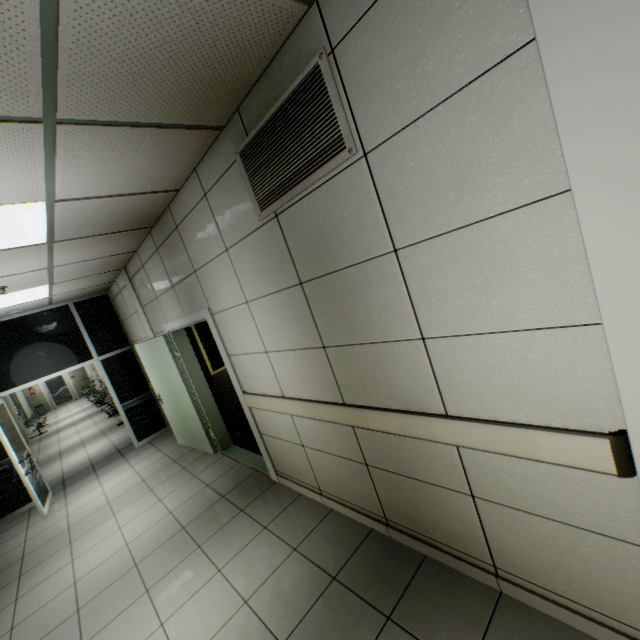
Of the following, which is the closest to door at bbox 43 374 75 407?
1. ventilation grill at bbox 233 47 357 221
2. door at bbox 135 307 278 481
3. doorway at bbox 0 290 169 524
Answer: doorway at bbox 0 290 169 524

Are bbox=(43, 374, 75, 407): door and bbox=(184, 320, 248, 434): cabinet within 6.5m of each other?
no

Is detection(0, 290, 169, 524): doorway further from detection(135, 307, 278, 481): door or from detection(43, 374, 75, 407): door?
detection(43, 374, 75, 407): door

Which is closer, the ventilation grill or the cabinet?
the ventilation grill

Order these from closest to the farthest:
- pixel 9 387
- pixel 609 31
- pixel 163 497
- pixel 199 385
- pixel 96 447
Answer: pixel 609 31, pixel 163 497, pixel 199 385, pixel 9 387, pixel 96 447

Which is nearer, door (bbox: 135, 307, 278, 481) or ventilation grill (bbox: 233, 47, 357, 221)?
ventilation grill (bbox: 233, 47, 357, 221)

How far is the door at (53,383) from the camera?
18.2 meters

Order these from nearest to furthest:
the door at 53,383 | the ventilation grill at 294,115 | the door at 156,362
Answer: the ventilation grill at 294,115 < the door at 156,362 < the door at 53,383
